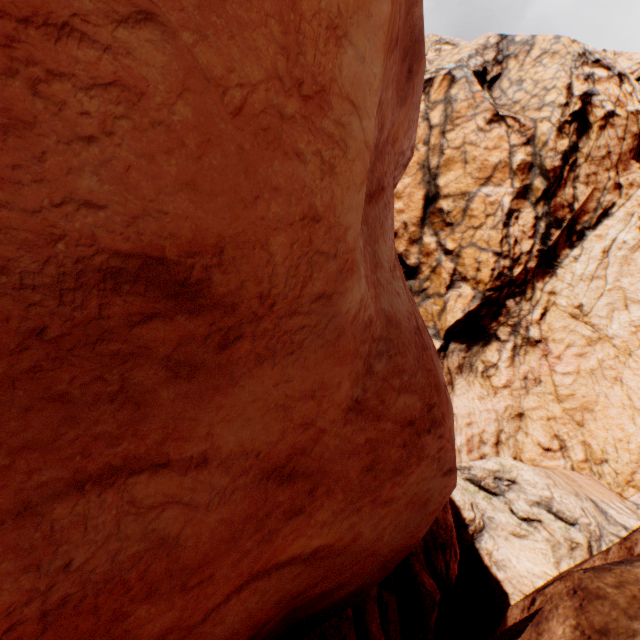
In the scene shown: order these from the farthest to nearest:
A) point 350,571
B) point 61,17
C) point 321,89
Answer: point 350,571 → point 321,89 → point 61,17
